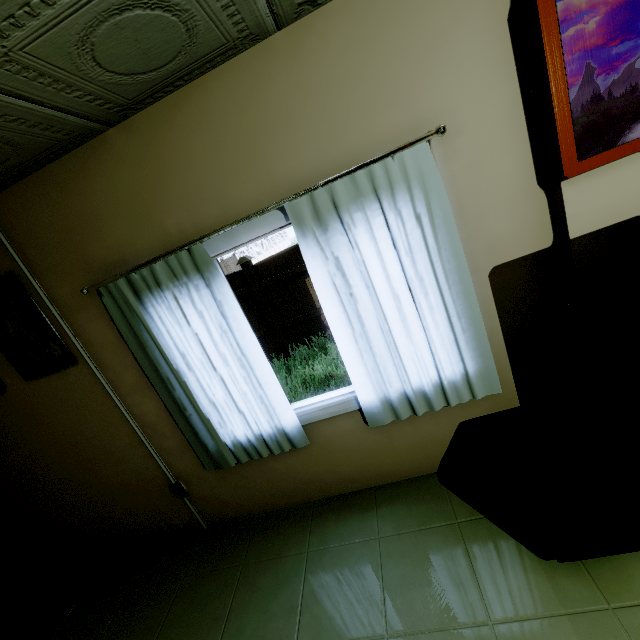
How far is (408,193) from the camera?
1.7m

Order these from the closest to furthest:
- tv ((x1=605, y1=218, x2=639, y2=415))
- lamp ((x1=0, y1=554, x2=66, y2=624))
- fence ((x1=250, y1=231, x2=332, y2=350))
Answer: tv ((x1=605, y1=218, x2=639, y2=415)), lamp ((x1=0, y1=554, x2=66, y2=624)), fence ((x1=250, y1=231, x2=332, y2=350))

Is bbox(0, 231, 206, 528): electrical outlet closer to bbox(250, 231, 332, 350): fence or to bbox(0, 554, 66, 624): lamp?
bbox(0, 554, 66, 624): lamp

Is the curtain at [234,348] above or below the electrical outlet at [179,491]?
above

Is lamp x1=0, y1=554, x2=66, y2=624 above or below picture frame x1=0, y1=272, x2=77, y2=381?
below

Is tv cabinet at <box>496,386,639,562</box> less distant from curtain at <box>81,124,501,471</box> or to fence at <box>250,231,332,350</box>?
curtain at <box>81,124,501,471</box>

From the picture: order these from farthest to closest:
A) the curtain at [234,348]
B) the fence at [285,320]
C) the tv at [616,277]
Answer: the fence at [285,320]
the curtain at [234,348]
the tv at [616,277]

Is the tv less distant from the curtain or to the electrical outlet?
the curtain
